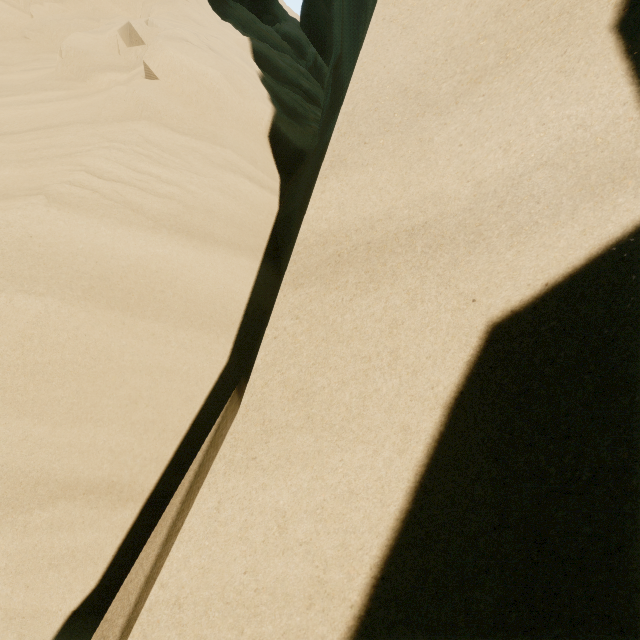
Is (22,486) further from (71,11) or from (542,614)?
(71,11)
